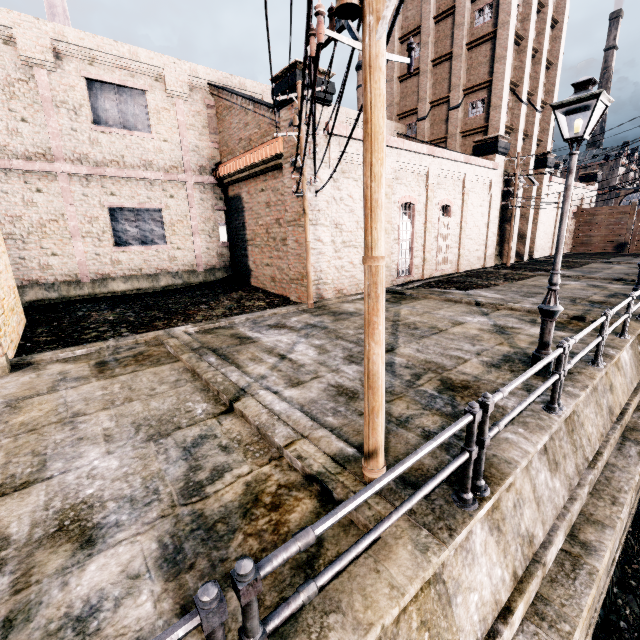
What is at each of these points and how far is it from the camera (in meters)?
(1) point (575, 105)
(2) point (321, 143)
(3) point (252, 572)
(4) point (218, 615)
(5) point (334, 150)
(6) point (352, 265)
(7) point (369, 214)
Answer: (1) street light, 6.18
(2) building, 14.96
(3) metal railing, 1.85
(4) metal railing, 1.71
(5) building, 15.42
(6) building, 17.81
(7) electric pole, 3.33

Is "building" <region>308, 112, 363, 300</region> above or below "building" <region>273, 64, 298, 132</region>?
below

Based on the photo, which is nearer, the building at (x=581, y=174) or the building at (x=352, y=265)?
the building at (x=352, y=265)

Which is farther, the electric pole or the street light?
the street light

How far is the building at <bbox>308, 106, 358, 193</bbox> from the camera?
15.1 meters

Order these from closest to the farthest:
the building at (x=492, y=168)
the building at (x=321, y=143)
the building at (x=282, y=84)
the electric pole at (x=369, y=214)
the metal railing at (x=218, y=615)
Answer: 1. the metal railing at (x=218, y=615)
2. the electric pole at (x=369, y=214)
3. the building at (x=282, y=84)
4. the building at (x=321, y=143)
5. the building at (x=492, y=168)

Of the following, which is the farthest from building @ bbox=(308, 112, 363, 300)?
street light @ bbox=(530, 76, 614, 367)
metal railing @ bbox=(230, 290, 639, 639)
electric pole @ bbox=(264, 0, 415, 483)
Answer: metal railing @ bbox=(230, 290, 639, 639)

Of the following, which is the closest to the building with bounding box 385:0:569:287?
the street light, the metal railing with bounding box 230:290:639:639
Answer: the street light
